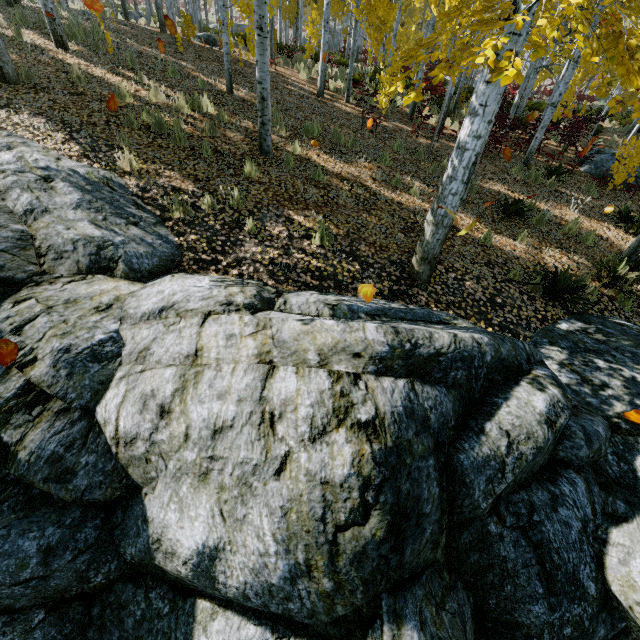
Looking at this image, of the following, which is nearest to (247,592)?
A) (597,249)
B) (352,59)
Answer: (597,249)

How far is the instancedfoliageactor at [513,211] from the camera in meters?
7.0 m

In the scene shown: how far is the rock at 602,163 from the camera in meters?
Result: 10.9

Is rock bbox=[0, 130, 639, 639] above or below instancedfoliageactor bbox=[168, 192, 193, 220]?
below

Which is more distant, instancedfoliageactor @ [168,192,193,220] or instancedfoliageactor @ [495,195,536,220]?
instancedfoliageactor @ [495,195,536,220]

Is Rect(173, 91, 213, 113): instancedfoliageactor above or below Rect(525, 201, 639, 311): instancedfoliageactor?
above

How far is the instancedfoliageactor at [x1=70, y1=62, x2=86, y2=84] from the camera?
6.6m
